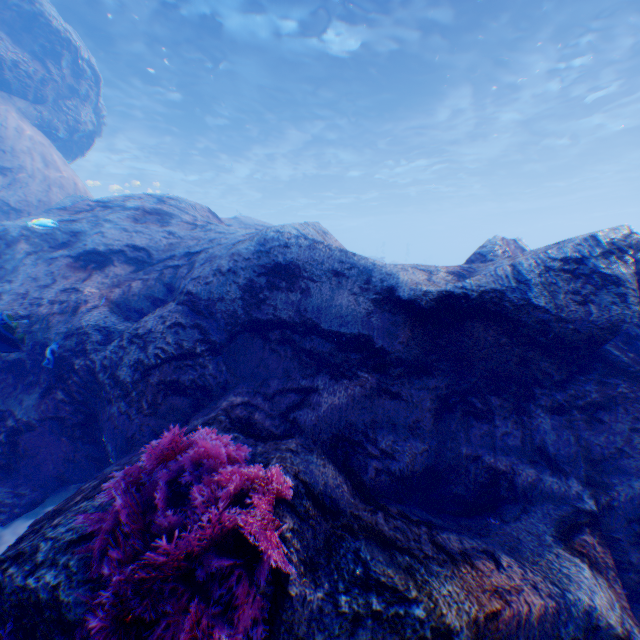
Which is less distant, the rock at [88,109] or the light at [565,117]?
the rock at [88,109]

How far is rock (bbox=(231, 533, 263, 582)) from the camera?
2.0m

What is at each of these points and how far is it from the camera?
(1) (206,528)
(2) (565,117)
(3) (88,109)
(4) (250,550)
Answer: (1) instancedfoliageactor, 1.7 meters
(2) light, 19.3 meters
(3) rock, 11.7 meters
(4) rock, 2.0 meters

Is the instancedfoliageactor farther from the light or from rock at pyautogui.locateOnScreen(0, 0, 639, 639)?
the light

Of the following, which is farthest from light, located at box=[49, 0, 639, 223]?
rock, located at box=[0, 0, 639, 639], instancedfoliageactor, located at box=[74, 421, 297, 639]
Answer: instancedfoliageactor, located at box=[74, 421, 297, 639]

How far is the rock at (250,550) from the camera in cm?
198
